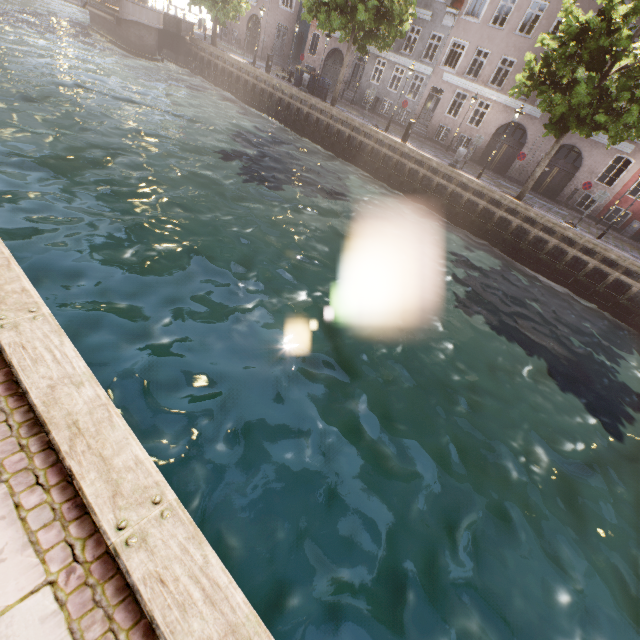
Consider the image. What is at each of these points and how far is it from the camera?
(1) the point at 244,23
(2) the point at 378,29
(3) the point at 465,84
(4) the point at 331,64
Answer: (1) building, 35.3 meters
(2) tree, 19.9 meters
(3) building, 24.4 meters
(4) building, 30.8 meters

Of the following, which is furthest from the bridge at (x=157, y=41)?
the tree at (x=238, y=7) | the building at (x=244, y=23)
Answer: the building at (x=244, y=23)

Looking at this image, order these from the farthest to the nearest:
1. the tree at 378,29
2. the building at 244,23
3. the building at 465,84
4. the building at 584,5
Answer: the building at 244,23 → the building at 465,84 → the building at 584,5 → the tree at 378,29

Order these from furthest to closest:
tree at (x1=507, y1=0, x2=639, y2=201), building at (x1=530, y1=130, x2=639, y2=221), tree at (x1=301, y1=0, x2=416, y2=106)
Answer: building at (x1=530, y1=130, x2=639, y2=221), tree at (x1=301, y1=0, x2=416, y2=106), tree at (x1=507, y1=0, x2=639, y2=201)

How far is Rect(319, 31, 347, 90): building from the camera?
29.53m

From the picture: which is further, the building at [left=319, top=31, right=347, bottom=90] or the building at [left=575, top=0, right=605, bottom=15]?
the building at [left=319, top=31, right=347, bottom=90]

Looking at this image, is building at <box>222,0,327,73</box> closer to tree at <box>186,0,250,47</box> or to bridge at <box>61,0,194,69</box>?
tree at <box>186,0,250,47</box>

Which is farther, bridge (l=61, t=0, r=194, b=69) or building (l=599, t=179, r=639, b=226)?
bridge (l=61, t=0, r=194, b=69)
